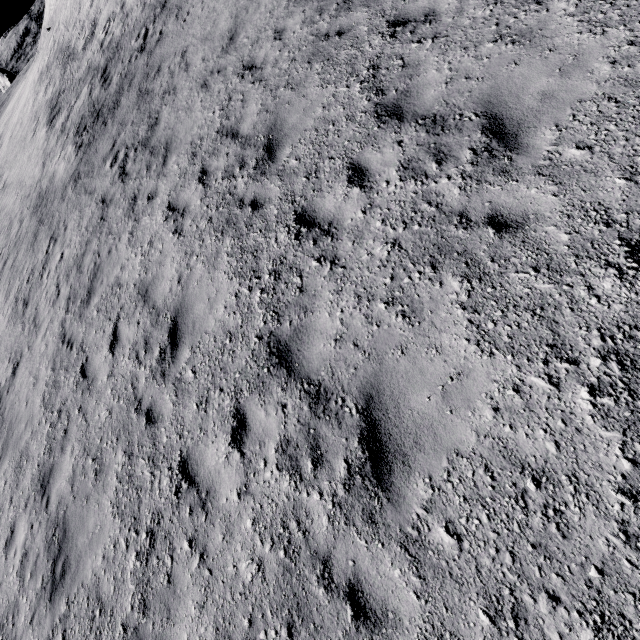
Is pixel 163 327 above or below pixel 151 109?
below
